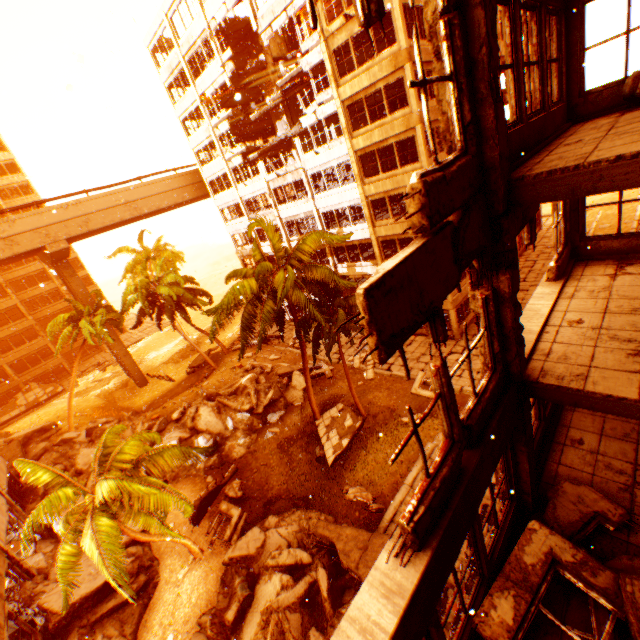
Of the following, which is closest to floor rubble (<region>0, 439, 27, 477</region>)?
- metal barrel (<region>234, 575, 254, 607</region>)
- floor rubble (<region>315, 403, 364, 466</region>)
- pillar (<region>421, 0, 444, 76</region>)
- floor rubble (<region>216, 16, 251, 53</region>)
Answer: floor rubble (<region>315, 403, 364, 466</region>)

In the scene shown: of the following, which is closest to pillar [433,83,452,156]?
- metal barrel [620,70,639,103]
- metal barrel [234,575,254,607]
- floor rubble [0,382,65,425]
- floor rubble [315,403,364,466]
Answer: metal barrel [620,70,639,103]

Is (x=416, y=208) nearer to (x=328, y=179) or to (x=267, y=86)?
(x=328, y=179)

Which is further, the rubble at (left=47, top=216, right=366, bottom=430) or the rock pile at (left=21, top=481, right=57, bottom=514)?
the rock pile at (left=21, top=481, right=57, bottom=514)

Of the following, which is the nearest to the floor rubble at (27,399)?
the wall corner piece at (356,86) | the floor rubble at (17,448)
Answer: the floor rubble at (17,448)

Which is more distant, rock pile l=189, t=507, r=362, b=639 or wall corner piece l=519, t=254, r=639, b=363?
rock pile l=189, t=507, r=362, b=639

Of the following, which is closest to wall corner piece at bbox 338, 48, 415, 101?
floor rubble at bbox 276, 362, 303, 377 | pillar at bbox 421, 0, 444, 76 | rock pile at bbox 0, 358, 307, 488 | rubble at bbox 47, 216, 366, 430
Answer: pillar at bbox 421, 0, 444, 76

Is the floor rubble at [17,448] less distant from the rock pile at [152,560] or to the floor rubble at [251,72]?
the rock pile at [152,560]
